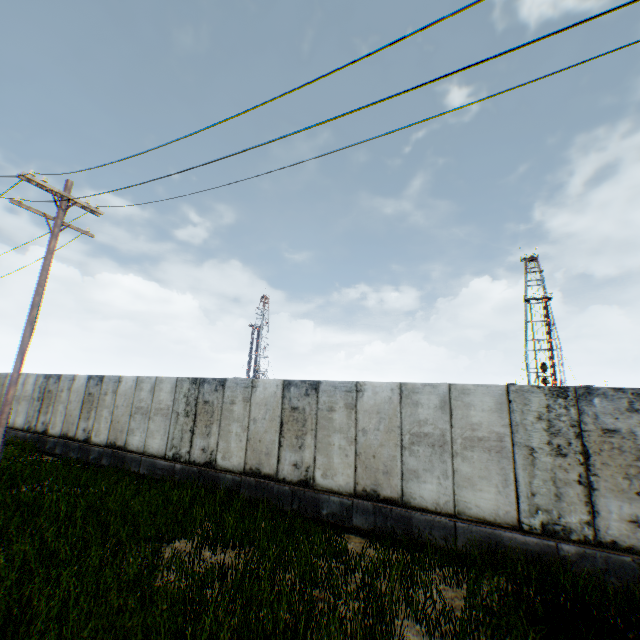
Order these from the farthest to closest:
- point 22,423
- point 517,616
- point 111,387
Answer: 1. point 22,423
2. point 111,387
3. point 517,616
